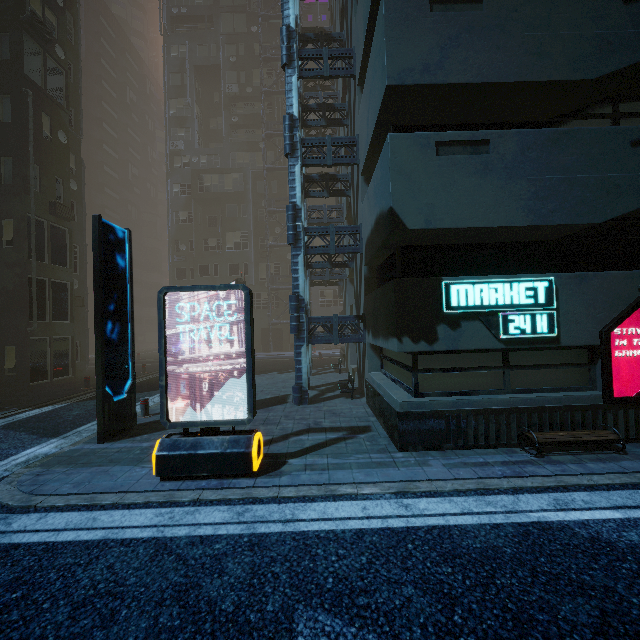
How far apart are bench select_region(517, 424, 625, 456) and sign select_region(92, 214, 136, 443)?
9.2 meters

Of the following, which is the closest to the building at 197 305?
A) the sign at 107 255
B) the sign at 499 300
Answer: the sign at 499 300

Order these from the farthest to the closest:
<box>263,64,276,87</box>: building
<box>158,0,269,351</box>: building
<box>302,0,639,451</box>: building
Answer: <box>263,64,276,87</box>: building
<box>158,0,269,351</box>: building
<box>302,0,639,451</box>: building

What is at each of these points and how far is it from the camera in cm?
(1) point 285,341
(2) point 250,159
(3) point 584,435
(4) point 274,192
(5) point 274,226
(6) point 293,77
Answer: (1) building, 3394
(2) building, 3441
(3) bench, 603
(4) building, 3428
(5) building, 3416
(6) building structure, 1069

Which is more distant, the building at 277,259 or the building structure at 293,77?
the building at 277,259

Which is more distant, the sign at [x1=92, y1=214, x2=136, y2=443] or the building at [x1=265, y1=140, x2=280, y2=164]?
the building at [x1=265, y1=140, x2=280, y2=164]

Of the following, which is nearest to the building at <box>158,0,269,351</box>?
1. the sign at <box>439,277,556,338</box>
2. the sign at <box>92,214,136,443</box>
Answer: the sign at <box>439,277,556,338</box>

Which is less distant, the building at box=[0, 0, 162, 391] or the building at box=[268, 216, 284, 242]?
the building at box=[0, 0, 162, 391]
